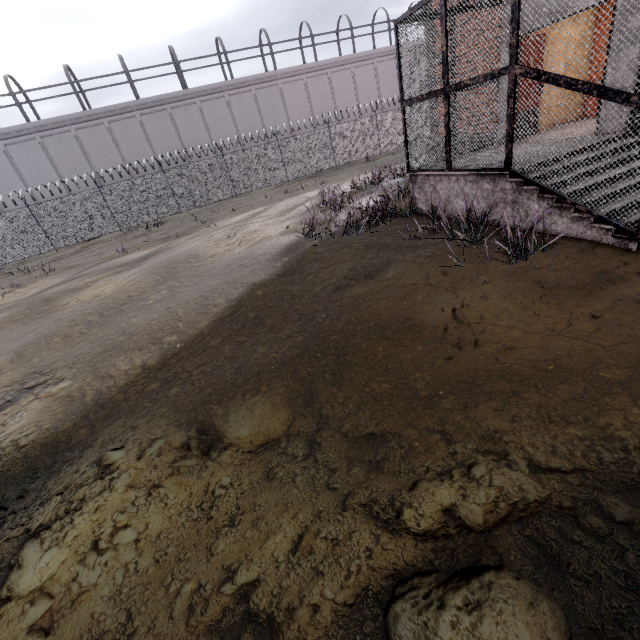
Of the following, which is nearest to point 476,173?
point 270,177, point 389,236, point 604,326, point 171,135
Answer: point 389,236
